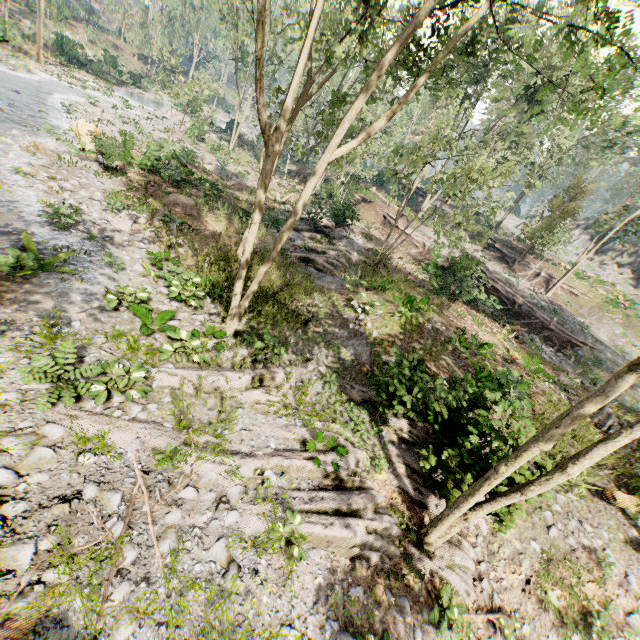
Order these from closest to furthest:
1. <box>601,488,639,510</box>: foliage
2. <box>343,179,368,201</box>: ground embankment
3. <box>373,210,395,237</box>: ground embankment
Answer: <box>601,488,639,510</box>: foliage
<box>343,179,368,201</box>: ground embankment
<box>373,210,395,237</box>: ground embankment

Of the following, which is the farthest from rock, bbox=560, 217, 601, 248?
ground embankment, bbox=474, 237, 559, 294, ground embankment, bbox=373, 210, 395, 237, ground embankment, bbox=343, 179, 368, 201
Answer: ground embankment, bbox=343, 179, 368, 201

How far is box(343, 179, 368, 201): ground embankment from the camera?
28.57m

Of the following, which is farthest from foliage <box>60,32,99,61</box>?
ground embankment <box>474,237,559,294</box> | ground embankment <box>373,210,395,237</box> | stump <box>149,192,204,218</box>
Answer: stump <box>149,192,204,218</box>

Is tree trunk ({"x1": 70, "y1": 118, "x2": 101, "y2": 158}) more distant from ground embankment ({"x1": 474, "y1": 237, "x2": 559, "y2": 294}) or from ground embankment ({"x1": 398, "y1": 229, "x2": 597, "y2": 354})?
ground embankment ({"x1": 474, "y1": 237, "x2": 559, "y2": 294})

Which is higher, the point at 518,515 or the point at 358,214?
the point at 358,214

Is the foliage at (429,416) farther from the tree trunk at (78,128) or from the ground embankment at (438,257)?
the ground embankment at (438,257)

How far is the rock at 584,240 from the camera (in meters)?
47.62
